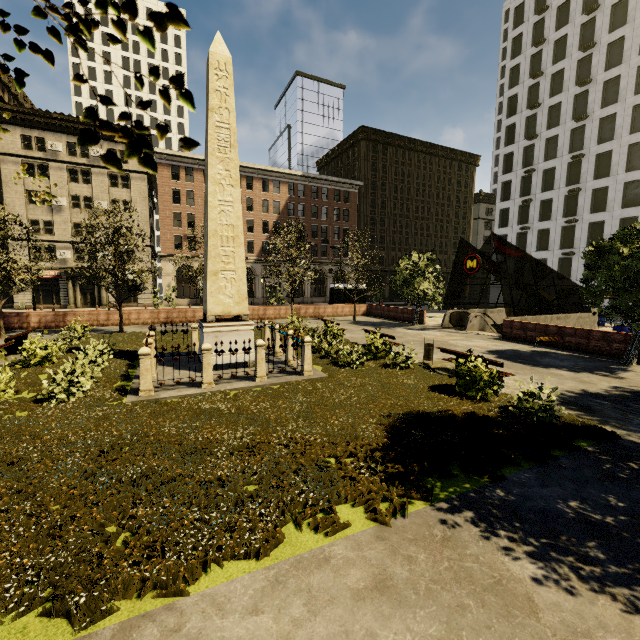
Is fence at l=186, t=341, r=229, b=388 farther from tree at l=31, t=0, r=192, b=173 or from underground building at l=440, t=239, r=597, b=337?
underground building at l=440, t=239, r=597, b=337

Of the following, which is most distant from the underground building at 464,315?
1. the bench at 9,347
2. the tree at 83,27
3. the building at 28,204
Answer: the building at 28,204

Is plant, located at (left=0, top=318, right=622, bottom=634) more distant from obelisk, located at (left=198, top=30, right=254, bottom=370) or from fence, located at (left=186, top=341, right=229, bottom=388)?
obelisk, located at (left=198, top=30, right=254, bottom=370)

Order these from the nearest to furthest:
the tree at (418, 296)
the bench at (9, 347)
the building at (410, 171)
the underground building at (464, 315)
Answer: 1. the bench at (9, 347)
2. the underground building at (464, 315)
3. the tree at (418, 296)
4. the building at (410, 171)

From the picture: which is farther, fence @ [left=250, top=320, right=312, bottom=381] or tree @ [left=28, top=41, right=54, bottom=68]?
fence @ [left=250, top=320, right=312, bottom=381]

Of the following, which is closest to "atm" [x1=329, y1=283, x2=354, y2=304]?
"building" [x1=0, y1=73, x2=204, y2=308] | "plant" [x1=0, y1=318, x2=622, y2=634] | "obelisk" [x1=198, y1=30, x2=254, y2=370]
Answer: "plant" [x1=0, y1=318, x2=622, y2=634]

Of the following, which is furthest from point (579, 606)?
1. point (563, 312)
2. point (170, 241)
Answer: point (170, 241)

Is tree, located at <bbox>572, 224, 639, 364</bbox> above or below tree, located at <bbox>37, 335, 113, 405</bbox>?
above
